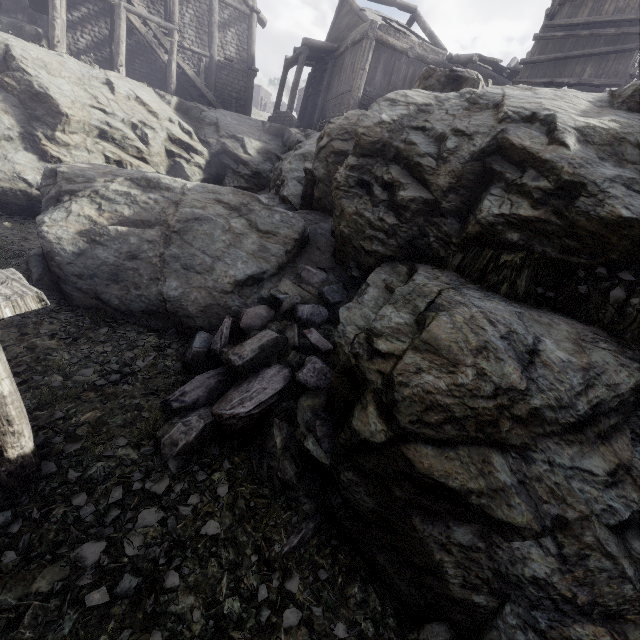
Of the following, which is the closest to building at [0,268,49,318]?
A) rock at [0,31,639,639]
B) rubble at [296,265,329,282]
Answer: rock at [0,31,639,639]

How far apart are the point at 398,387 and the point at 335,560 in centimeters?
226cm

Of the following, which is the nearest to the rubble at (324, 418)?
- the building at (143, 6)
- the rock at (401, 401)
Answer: the rock at (401, 401)

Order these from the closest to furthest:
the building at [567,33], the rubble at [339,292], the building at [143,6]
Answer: the rubble at [339,292], the building at [567,33], the building at [143,6]

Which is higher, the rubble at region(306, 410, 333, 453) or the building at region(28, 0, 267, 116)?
the building at region(28, 0, 267, 116)

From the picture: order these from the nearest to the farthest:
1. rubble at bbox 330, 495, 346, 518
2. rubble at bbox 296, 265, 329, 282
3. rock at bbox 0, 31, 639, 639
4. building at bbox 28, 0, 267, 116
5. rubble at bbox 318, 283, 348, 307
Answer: rock at bbox 0, 31, 639, 639 < rubble at bbox 330, 495, 346, 518 < rubble at bbox 318, 283, 348, 307 < rubble at bbox 296, 265, 329, 282 < building at bbox 28, 0, 267, 116

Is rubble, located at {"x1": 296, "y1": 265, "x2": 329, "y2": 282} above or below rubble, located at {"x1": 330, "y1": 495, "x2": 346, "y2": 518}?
above

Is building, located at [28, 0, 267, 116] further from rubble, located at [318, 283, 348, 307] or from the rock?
rubble, located at [318, 283, 348, 307]
